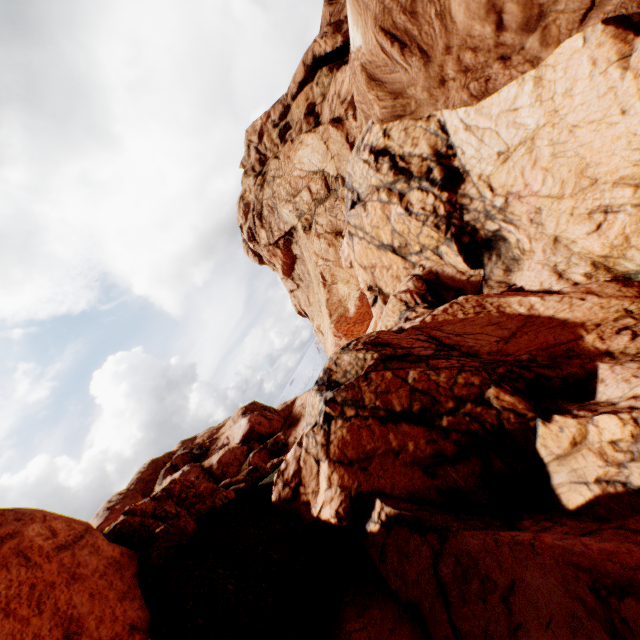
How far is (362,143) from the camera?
16.2m
